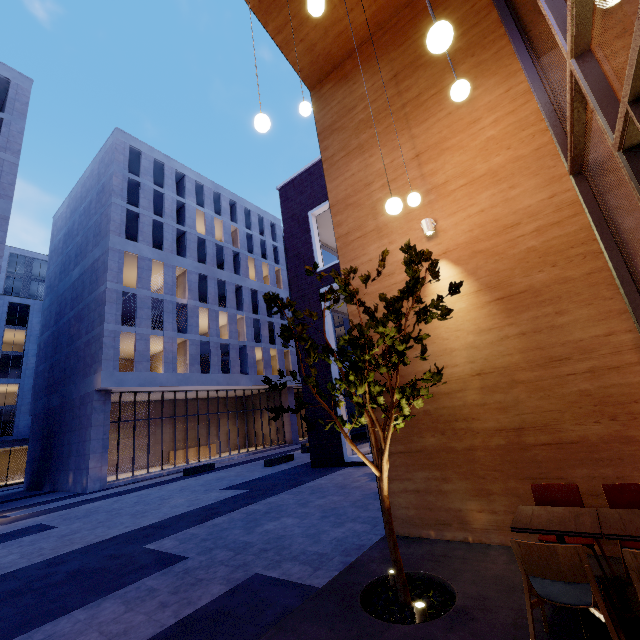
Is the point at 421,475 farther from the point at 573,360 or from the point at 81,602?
the point at 81,602

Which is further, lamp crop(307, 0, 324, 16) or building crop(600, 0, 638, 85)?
building crop(600, 0, 638, 85)

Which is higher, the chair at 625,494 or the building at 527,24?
the building at 527,24

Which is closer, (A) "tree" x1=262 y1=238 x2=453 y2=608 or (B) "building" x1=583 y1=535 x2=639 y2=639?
(B) "building" x1=583 y1=535 x2=639 y2=639

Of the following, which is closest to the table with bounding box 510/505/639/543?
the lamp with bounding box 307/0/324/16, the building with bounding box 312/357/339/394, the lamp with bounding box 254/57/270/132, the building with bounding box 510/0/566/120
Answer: the building with bounding box 510/0/566/120

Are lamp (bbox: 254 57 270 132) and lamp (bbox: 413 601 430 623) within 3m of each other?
no

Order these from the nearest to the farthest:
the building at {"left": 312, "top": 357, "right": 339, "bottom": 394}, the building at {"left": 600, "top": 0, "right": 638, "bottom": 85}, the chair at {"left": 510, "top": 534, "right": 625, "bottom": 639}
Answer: the chair at {"left": 510, "top": 534, "right": 625, "bottom": 639} → the building at {"left": 600, "top": 0, "right": 638, "bottom": 85} → the building at {"left": 312, "top": 357, "right": 339, "bottom": 394}

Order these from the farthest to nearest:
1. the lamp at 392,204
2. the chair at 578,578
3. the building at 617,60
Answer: the building at 617,60
the lamp at 392,204
the chair at 578,578
